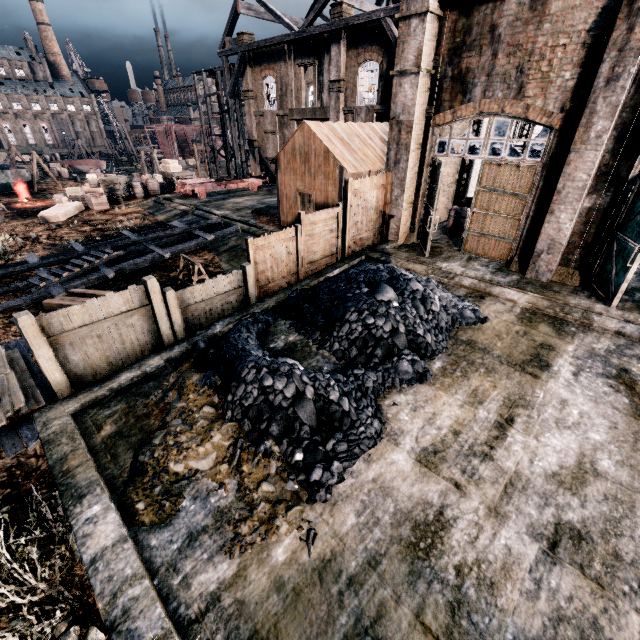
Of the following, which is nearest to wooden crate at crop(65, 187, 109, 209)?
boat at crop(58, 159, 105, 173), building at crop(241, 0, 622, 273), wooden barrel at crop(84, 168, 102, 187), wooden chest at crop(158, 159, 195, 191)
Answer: wooden barrel at crop(84, 168, 102, 187)

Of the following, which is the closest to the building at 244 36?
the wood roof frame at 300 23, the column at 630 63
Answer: the wood roof frame at 300 23

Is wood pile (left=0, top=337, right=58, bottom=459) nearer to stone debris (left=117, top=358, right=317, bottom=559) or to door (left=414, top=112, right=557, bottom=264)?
stone debris (left=117, top=358, right=317, bottom=559)

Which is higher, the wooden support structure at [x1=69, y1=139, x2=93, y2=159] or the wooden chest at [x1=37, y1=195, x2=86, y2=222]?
the wooden support structure at [x1=69, y1=139, x2=93, y2=159]

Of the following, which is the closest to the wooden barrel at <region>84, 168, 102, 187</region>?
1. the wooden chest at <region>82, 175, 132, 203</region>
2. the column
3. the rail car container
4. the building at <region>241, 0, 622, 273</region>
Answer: the wooden chest at <region>82, 175, 132, 203</region>

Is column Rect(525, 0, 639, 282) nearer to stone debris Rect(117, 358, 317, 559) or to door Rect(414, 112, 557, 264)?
door Rect(414, 112, 557, 264)

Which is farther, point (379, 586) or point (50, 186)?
point (50, 186)

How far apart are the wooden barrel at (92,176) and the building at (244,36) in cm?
1839
